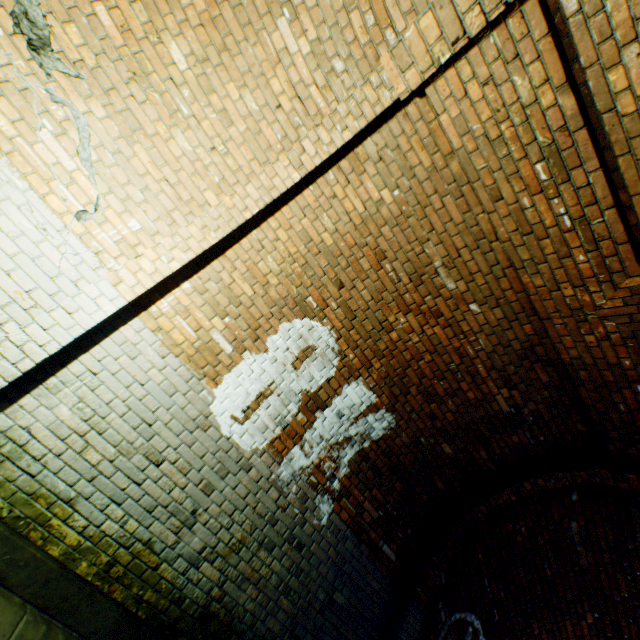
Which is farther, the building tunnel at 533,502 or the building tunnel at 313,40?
the building tunnel at 533,502

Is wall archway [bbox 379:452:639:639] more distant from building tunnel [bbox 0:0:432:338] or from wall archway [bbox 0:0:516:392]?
wall archway [bbox 0:0:516:392]

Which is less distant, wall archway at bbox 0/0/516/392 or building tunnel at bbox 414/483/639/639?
wall archway at bbox 0/0/516/392

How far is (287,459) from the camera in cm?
349

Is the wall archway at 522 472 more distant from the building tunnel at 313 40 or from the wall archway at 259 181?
the wall archway at 259 181

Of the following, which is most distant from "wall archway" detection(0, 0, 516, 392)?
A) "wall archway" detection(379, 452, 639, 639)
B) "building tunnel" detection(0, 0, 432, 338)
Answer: "wall archway" detection(379, 452, 639, 639)
